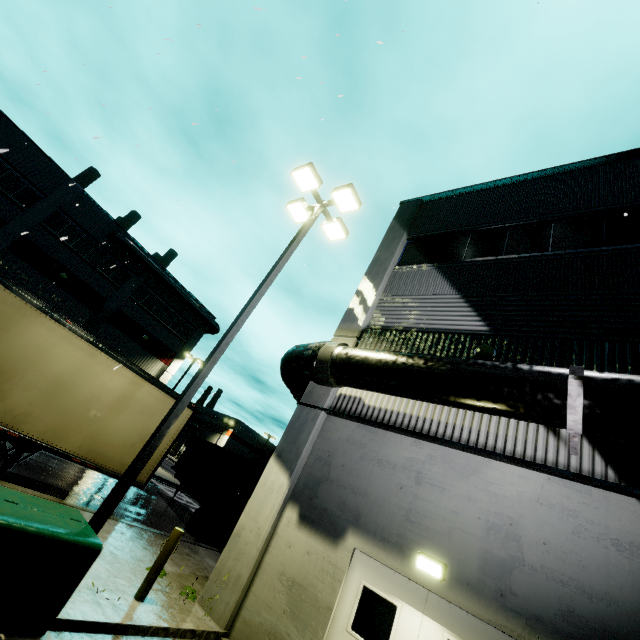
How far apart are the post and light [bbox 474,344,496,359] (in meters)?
7.45

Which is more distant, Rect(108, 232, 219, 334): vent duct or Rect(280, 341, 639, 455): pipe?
Rect(108, 232, 219, 334): vent duct

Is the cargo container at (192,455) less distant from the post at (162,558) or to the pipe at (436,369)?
the pipe at (436,369)

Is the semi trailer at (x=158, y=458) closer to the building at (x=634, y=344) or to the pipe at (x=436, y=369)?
the building at (x=634, y=344)

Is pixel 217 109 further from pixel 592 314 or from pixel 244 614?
pixel 244 614

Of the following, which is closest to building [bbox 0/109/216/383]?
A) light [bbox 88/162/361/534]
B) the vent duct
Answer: the vent duct

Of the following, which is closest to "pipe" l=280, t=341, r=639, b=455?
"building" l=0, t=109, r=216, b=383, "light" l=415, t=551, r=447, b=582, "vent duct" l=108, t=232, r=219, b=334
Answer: "building" l=0, t=109, r=216, b=383

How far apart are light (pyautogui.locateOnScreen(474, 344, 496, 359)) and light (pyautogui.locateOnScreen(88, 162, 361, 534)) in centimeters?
479cm
